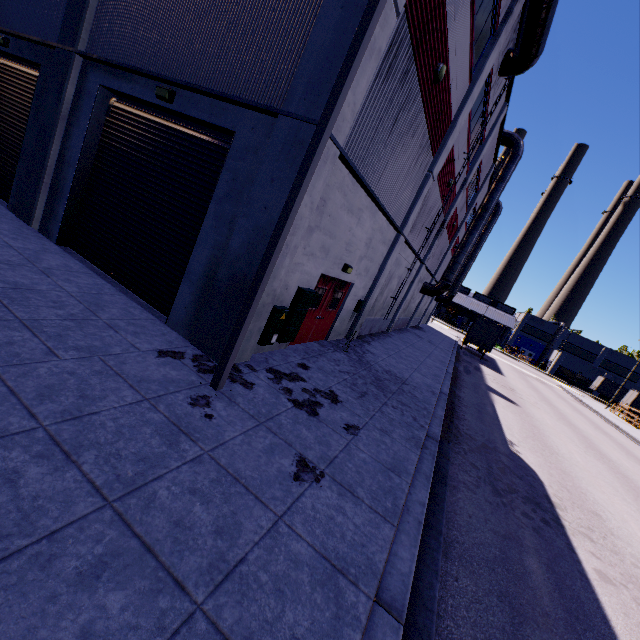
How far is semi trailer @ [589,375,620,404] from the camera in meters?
55.0

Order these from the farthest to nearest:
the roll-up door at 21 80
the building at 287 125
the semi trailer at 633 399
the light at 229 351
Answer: the semi trailer at 633 399, the roll-up door at 21 80, the building at 287 125, the light at 229 351

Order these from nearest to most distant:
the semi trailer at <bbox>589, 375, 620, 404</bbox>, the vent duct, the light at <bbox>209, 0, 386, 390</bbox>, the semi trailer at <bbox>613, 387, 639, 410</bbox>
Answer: the light at <bbox>209, 0, 386, 390</bbox>
the vent duct
the semi trailer at <bbox>613, 387, 639, 410</bbox>
the semi trailer at <bbox>589, 375, 620, 404</bbox>

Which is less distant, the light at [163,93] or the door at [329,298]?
the light at [163,93]

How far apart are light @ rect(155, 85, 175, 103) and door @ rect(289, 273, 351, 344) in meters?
5.1

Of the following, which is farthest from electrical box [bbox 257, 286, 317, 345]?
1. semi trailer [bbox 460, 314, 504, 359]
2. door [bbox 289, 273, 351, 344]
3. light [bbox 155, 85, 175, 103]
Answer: light [bbox 155, 85, 175, 103]

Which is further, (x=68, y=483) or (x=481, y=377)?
(x=481, y=377)

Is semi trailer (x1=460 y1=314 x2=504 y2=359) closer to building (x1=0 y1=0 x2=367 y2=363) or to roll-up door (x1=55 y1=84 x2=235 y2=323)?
building (x1=0 y1=0 x2=367 y2=363)
